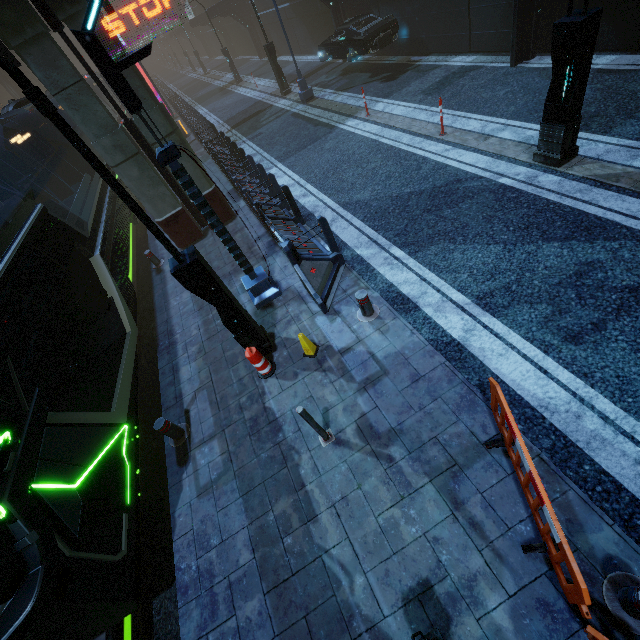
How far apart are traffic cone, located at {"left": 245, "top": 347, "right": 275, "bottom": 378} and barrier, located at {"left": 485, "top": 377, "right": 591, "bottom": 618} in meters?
3.7 m

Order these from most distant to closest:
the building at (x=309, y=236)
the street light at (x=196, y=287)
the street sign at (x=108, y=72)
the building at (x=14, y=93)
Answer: the building at (x=14, y=93), the building at (x=309, y=236), the street sign at (x=108, y=72), the street light at (x=196, y=287)

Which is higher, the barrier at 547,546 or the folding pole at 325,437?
the barrier at 547,546

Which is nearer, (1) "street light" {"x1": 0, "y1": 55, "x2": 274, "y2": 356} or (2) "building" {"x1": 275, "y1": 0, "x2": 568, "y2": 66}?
(1) "street light" {"x1": 0, "y1": 55, "x2": 274, "y2": 356}

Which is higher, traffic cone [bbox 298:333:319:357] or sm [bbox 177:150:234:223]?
sm [bbox 177:150:234:223]

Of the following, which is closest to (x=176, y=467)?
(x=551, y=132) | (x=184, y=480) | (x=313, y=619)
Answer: (x=184, y=480)

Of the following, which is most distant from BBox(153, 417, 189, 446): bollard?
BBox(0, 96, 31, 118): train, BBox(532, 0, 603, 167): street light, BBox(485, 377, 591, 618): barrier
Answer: BBox(532, 0, 603, 167): street light

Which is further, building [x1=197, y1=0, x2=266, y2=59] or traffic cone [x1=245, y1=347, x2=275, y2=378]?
building [x1=197, y1=0, x2=266, y2=59]
